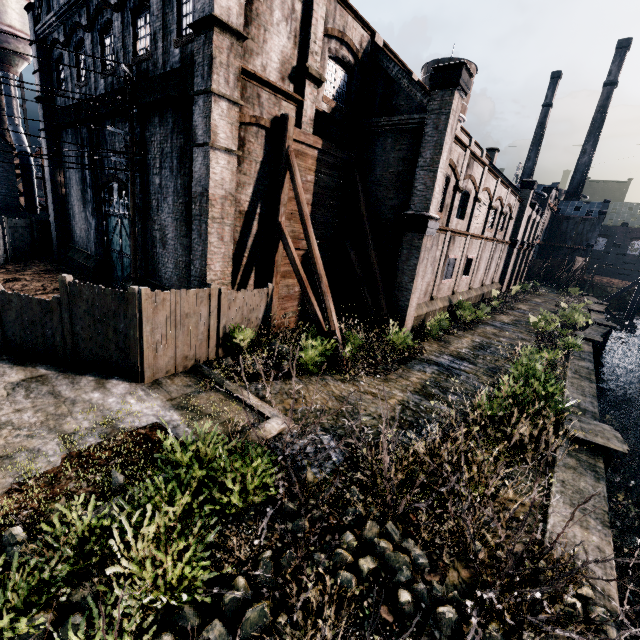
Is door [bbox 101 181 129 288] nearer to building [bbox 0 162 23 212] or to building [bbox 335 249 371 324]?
building [bbox 335 249 371 324]

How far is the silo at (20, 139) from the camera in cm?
3170

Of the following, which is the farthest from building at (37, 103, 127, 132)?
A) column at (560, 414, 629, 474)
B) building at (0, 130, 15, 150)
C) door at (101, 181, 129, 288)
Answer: building at (0, 130, 15, 150)

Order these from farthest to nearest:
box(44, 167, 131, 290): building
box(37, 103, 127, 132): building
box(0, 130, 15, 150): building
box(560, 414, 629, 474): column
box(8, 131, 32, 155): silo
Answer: box(8, 131, 32, 155): silo < box(0, 130, 15, 150): building < box(44, 167, 131, 290): building < box(37, 103, 127, 132): building < box(560, 414, 629, 474): column

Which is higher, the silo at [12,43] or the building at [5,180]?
the silo at [12,43]

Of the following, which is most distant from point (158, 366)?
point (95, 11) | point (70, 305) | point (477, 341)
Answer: point (95, 11)

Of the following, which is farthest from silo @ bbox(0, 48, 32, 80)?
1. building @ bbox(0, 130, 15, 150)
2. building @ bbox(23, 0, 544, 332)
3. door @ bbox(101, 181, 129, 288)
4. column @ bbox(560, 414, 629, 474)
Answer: column @ bbox(560, 414, 629, 474)

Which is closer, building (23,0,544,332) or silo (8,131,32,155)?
building (23,0,544,332)
